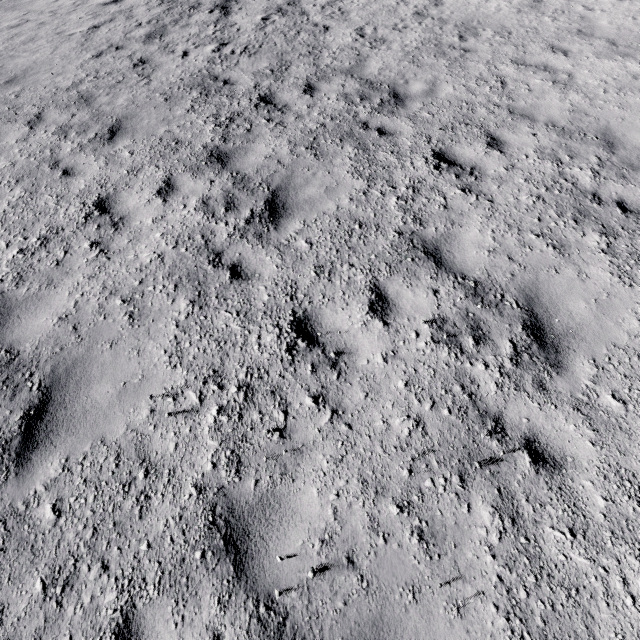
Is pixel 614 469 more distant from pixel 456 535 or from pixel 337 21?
pixel 337 21
